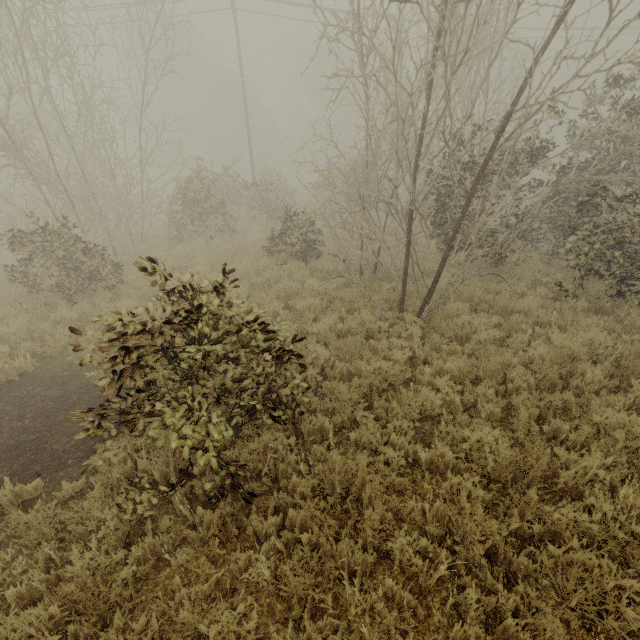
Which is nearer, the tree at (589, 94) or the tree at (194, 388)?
the tree at (194, 388)

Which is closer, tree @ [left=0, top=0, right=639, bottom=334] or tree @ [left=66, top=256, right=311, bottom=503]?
tree @ [left=66, top=256, right=311, bottom=503]

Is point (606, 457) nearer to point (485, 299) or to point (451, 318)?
point (451, 318)

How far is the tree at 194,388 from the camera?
3.0m

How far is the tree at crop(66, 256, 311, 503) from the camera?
3.0 meters
